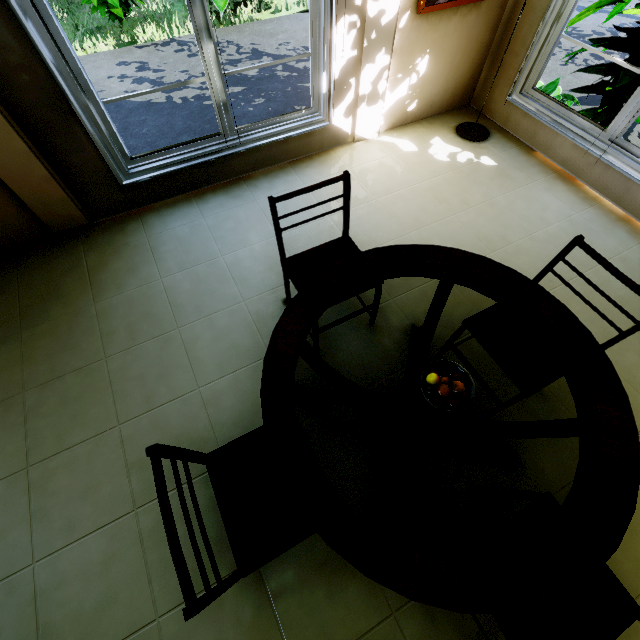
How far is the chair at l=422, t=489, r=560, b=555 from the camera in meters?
1.3

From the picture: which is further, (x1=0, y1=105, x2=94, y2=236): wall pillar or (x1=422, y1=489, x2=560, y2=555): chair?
(x1=0, y1=105, x2=94, y2=236): wall pillar

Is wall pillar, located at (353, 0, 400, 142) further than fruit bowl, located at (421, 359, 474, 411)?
Yes

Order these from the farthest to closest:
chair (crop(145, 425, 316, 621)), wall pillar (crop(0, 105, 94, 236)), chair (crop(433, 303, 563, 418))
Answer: wall pillar (crop(0, 105, 94, 236)) < chair (crop(433, 303, 563, 418)) < chair (crop(145, 425, 316, 621))

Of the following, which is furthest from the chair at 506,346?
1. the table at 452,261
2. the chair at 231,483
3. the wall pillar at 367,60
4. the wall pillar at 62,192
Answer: the wall pillar at 62,192

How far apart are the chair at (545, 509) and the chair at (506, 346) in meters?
0.4 m

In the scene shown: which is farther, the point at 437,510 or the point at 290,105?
the point at 290,105

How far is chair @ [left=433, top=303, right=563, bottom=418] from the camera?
1.6 meters
